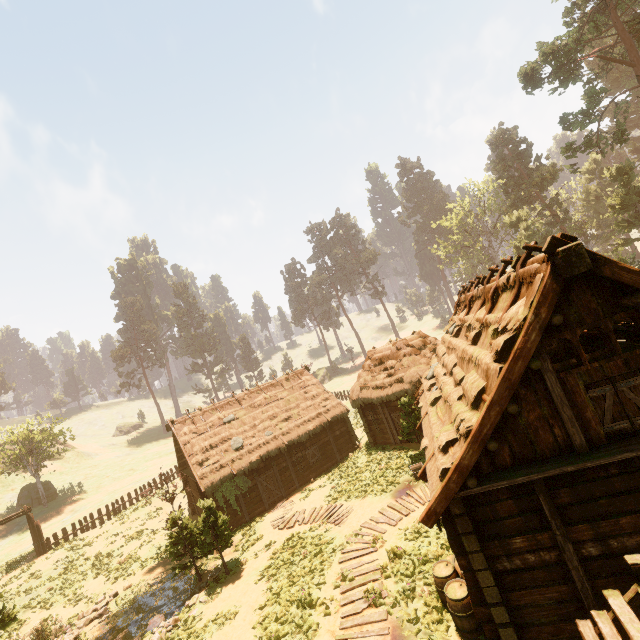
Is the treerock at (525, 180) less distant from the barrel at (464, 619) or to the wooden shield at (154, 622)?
the wooden shield at (154, 622)

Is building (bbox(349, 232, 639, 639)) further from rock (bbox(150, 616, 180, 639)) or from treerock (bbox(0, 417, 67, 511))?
A: rock (bbox(150, 616, 180, 639))

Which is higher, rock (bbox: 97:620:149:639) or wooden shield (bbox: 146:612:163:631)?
wooden shield (bbox: 146:612:163:631)

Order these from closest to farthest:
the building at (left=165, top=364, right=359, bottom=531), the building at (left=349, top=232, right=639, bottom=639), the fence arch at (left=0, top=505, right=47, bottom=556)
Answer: the building at (left=349, top=232, right=639, bottom=639) → the building at (left=165, top=364, right=359, bottom=531) → the fence arch at (left=0, top=505, right=47, bottom=556)

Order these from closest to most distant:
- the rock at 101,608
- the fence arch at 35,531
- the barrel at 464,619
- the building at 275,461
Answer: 1. the barrel at 464,619
2. the rock at 101,608
3. the building at 275,461
4. the fence arch at 35,531

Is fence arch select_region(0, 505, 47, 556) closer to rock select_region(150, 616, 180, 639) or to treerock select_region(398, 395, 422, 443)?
treerock select_region(398, 395, 422, 443)

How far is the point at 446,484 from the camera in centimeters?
696cm

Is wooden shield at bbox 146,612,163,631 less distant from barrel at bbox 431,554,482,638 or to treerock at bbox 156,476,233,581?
treerock at bbox 156,476,233,581
